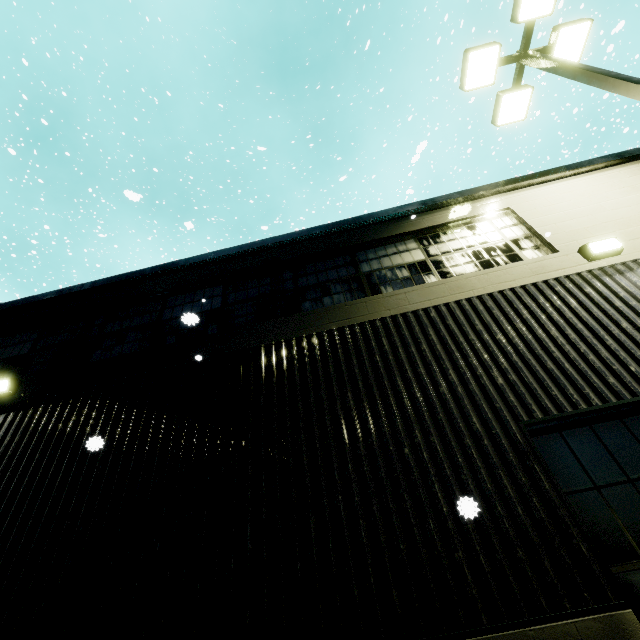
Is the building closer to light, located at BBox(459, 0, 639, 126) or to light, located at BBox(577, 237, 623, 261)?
light, located at BBox(577, 237, 623, 261)

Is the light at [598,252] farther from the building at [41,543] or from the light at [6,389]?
the light at [6,389]

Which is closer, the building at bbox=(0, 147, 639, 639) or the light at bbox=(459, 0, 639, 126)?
the building at bbox=(0, 147, 639, 639)

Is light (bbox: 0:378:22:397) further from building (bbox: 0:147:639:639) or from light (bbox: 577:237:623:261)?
light (bbox: 577:237:623:261)

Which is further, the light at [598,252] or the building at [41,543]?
the light at [598,252]

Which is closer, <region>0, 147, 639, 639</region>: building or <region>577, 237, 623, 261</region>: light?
<region>0, 147, 639, 639</region>: building

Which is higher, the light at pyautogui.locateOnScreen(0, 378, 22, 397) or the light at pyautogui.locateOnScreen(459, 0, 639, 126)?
the light at pyautogui.locateOnScreen(459, 0, 639, 126)

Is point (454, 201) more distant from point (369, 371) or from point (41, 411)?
point (41, 411)
